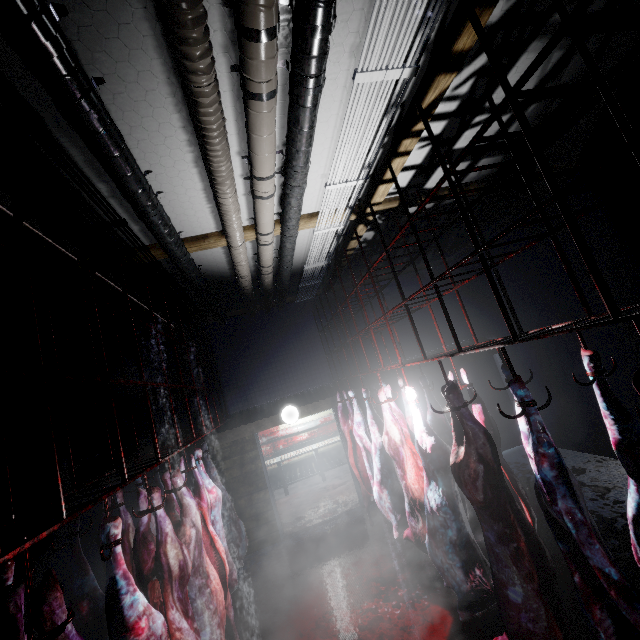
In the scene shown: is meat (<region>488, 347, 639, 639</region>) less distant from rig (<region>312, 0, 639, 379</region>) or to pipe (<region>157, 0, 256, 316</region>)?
rig (<region>312, 0, 639, 379</region>)

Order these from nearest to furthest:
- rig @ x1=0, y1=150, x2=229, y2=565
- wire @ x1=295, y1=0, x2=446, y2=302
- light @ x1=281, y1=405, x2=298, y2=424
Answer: rig @ x1=0, y1=150, x2=229, y2=565
wire @ x1=295, y1=0, x2=446, y2=302
light @ x1=281, y1=405, x2=298, y2=424

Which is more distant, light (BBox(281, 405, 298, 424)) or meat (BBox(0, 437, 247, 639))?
light (BBox(281, 405, 298, 424))

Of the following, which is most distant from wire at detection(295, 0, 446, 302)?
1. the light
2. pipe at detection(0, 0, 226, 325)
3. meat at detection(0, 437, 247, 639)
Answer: meat at detection(0, 437, 247, 639)

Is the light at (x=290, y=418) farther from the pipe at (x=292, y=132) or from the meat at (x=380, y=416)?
the meat at (x=380, y=416)

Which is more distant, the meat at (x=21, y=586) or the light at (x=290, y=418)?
the light at (x=290, y=418)

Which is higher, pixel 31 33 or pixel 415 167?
pixel 415 167

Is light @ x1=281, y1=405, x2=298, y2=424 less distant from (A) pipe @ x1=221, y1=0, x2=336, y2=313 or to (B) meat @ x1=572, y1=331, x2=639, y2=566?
(A) pipe @ x1=221, y1=0, x2=336, y2=313
